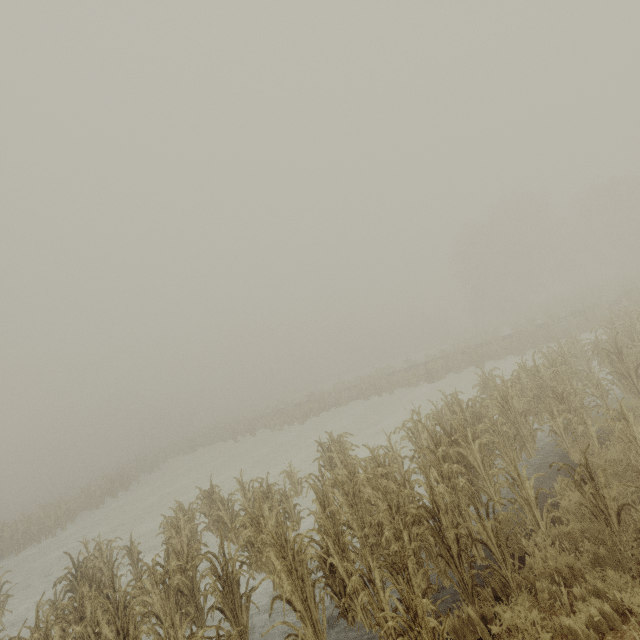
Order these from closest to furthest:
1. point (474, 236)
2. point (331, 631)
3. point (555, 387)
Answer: point (331, 631)
point (555, 387)
point (474, 236)
